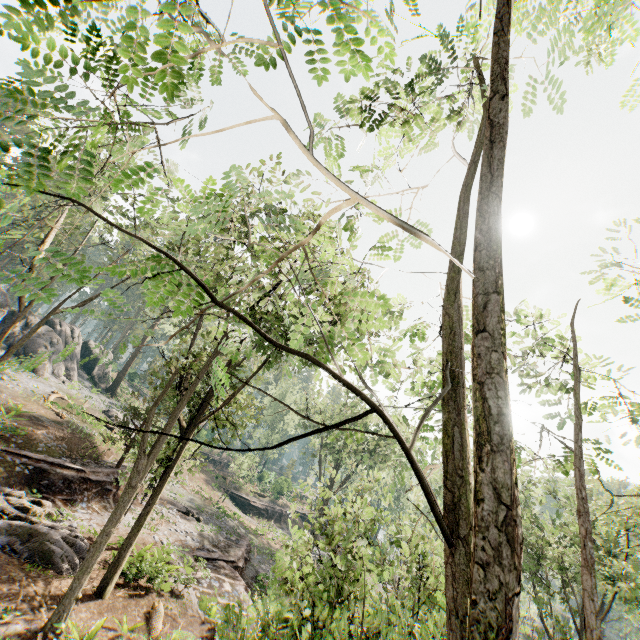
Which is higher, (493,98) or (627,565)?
(493,98)

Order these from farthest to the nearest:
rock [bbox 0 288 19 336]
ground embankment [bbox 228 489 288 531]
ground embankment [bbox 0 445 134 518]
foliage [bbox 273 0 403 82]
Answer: ground embankment [bbox 228 489 288 531], rock [bbox 0 288 19 336], ground embankment [bbox 0 445 134 518], foliage [bbox 273 0 403 82]

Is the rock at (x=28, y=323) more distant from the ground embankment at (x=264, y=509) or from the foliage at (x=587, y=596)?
the ground embankment at (x=264, y=509)

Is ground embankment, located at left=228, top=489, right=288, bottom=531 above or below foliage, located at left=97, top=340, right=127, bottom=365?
below

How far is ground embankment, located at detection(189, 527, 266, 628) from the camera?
14.03m

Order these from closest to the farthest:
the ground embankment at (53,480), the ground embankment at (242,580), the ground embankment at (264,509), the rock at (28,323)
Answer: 1. the ground embankment at (242,580)
2. the ground embankment at (53,480)
3. the rock at (28,323)
4. the ground embankment at (264,509)

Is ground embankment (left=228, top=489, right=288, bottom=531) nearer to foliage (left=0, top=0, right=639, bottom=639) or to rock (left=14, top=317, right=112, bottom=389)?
foliage (left=0, top=0, right=639, bottom=639)

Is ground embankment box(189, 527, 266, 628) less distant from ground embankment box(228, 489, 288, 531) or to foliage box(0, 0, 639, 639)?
foliage box(0, 0, 639, 639)
